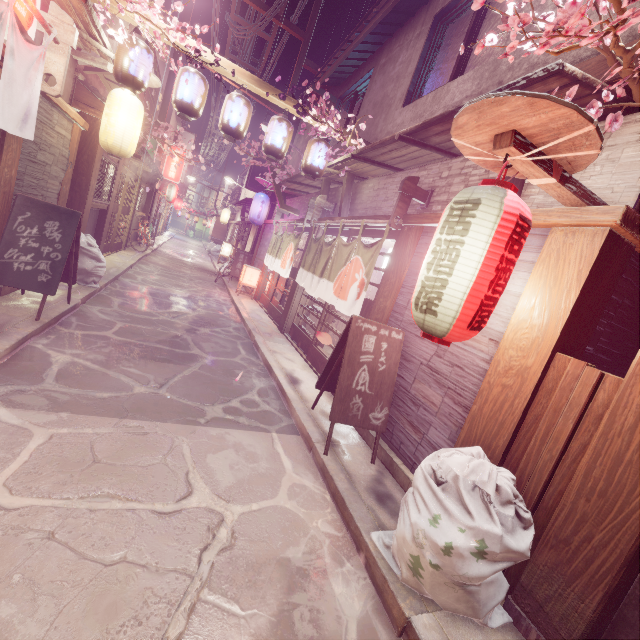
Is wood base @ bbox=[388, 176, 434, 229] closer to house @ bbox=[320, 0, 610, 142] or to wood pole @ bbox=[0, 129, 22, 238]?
house @ bbox=[320, 0, 610, 142]

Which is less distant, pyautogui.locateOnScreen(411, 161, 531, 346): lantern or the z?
pyautogui.locateOnScreen(411, 161, 531, 346): lantern

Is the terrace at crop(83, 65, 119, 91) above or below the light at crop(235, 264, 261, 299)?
above

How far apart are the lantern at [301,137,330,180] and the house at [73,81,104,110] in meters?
7.6 m

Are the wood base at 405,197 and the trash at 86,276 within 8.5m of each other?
no

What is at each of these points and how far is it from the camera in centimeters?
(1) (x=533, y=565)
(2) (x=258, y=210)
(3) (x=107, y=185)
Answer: (1) wood pole, 408cm
(2) lantern, 2100cm
(3) window grill, 1509cm

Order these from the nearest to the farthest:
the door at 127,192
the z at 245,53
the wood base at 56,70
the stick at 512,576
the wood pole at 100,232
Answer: the stick at 512,576 → the wood base at 56,70 → the z at 245,53 → the wood pole at 100,232 → the door at 127,192

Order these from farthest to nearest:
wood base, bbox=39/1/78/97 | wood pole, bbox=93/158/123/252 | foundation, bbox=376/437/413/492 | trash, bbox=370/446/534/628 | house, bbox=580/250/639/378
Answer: wood pole, bbox=93/158/123/252 < wood base, bbox=39/1/78/97 < foundation, bbox=376/437/413/492 < house, bbox=580/250/639/378 < trash, bbox=370/446/534/628
